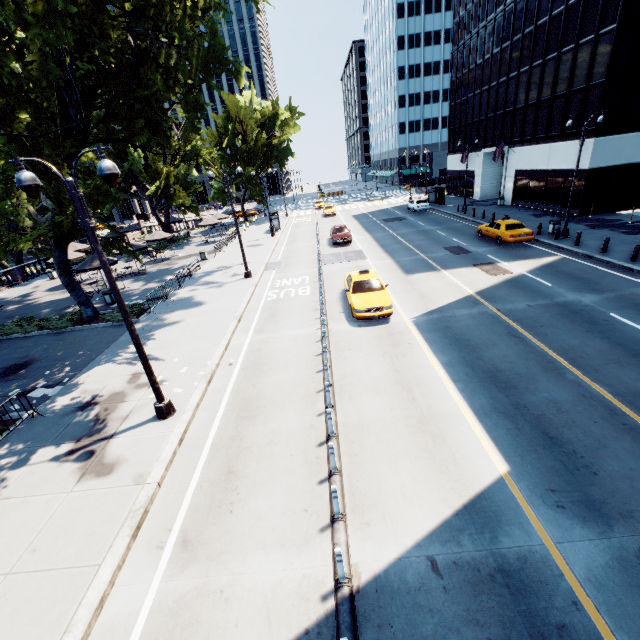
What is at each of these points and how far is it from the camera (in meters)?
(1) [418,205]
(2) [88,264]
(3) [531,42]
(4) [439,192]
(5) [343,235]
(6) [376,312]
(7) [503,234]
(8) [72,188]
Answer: (1) vehicle, 41.03
(2) umbrella, 22.48
(3) building, 30.72
(4) bus stop, 43.00
(5) vehicle, 29.30
(6) vehicle, 14.17
(7) vehicle, 22.77
(8) light, 7.31

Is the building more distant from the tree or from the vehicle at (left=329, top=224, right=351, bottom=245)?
the tree

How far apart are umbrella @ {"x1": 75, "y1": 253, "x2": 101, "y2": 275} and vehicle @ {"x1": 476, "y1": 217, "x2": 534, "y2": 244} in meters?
27.8

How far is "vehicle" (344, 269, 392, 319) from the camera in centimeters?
1417cm

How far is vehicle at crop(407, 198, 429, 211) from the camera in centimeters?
4100cm

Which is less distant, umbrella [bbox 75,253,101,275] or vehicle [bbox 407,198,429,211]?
umbrella [bbox 75,253,101,275]

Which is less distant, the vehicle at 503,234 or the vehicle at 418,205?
the vehicle at 503,234

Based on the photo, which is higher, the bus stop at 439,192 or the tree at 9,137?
the tree at 9,137
